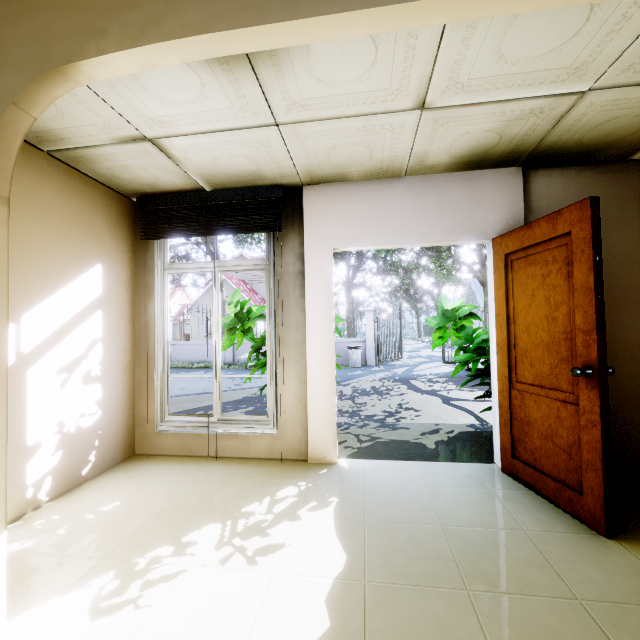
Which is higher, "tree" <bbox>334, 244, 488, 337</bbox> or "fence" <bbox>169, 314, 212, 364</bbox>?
"tree" <bbox>334, 244, 488, 337</bbox>

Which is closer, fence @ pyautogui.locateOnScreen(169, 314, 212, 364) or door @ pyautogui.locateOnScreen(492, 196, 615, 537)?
door @ pyautogui.locateOnScreen(492, 196, 615, 537)

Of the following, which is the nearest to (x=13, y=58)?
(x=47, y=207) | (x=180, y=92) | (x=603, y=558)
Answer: (x=180, y=92)

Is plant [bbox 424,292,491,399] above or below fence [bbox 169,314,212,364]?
above

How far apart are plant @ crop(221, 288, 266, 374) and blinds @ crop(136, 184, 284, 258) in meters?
0.8

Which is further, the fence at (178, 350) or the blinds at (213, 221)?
the fence at (178, 350)

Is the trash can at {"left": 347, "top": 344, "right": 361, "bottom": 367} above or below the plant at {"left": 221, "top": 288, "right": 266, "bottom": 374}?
below

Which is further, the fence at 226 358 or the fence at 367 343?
the fence at 226 358
